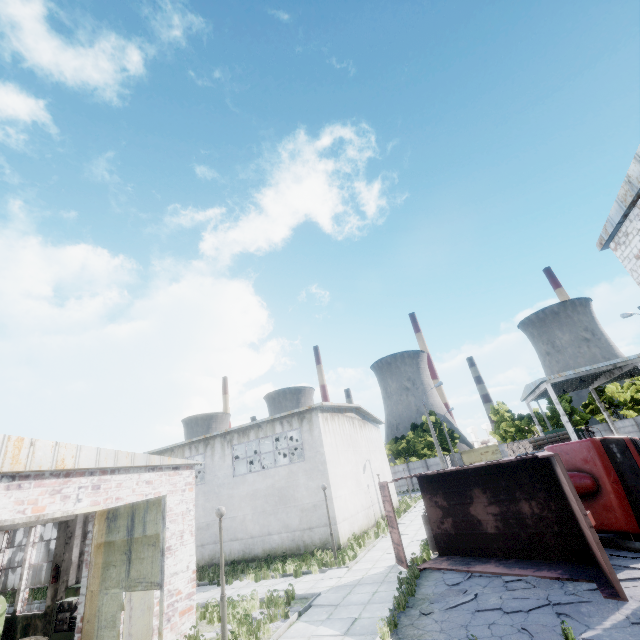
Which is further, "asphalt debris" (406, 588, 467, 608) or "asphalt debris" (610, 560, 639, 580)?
"asphalt debris" (406, 588, 467, 608)

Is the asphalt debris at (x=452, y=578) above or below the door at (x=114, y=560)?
below

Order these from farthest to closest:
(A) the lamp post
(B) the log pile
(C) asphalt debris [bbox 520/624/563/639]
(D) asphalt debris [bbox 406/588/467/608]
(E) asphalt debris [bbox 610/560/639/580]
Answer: (B) the log pile, (A) the lamp post, (D) asphalt debris [bbox 406/588/467/608], (E) asphalt debris [bbox 610/560/639/580], (C) asphalt debris [bbox 520/624/563/639]

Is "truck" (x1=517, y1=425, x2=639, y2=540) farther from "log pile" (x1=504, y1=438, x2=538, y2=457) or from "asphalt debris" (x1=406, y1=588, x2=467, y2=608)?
"log pile" (x1=504, y1=438, x2=538, y2=457)

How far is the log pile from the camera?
29.0 meters

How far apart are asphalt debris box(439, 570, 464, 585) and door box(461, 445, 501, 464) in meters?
47.0

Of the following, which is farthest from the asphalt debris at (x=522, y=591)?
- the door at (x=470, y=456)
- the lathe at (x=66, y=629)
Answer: the door at (x=470, y=456)

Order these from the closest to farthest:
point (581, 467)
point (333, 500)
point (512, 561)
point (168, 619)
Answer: point (168, 619) < point (512, 561) < point (581, 467) < point (333, 500)
